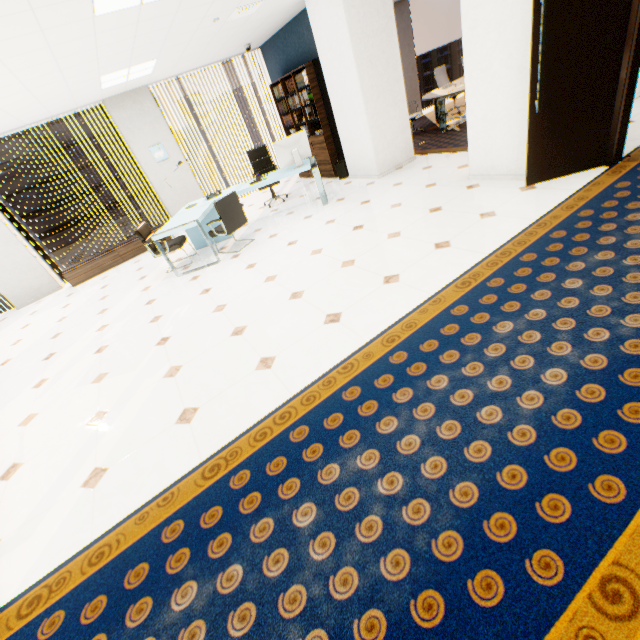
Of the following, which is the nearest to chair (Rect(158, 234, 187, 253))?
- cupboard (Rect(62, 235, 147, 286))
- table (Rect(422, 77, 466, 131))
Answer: cupboard (Rect(62, 235, 147, 286))

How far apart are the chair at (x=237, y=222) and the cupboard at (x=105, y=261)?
2.87m

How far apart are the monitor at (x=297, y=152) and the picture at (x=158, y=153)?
3.70m

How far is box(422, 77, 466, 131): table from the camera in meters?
7.3

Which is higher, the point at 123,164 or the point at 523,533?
the point at 123,164

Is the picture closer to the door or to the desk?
the desk

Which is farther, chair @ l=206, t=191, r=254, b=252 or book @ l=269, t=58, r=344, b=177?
book @ l=269, t=58, r=344, b=177

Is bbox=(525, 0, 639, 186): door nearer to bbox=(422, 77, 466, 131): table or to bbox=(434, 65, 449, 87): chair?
bbox=(422, 77, 466, 131): table
